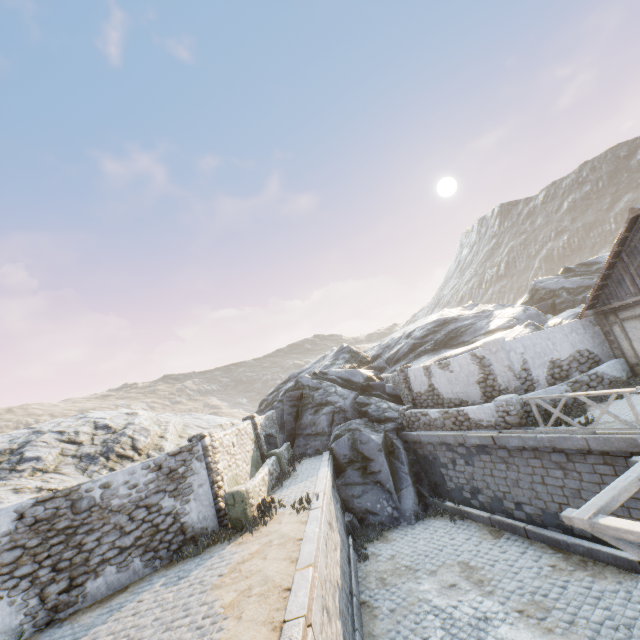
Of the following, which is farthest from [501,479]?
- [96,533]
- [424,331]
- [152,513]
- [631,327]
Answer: [424,331]

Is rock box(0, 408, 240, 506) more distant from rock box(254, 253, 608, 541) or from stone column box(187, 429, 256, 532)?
stone column box(187, 429, 256, 532)

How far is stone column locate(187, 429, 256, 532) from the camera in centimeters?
1005cm

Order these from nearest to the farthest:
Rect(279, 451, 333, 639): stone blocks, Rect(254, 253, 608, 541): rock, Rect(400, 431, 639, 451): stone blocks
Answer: Rect(279, 451, 333, 639): stone blocks, Rect(400, 431, 639, 451): stone blocks, Rect(254, 253, 608, 541): rock

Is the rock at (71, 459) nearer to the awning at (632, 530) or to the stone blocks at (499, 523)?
the stone blocks at (499, 523)

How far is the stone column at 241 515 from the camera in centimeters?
1005cm

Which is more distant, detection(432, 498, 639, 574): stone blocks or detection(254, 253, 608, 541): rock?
detection(254, 253, 608, 541): rock

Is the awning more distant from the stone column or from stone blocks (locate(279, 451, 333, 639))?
the stone column
